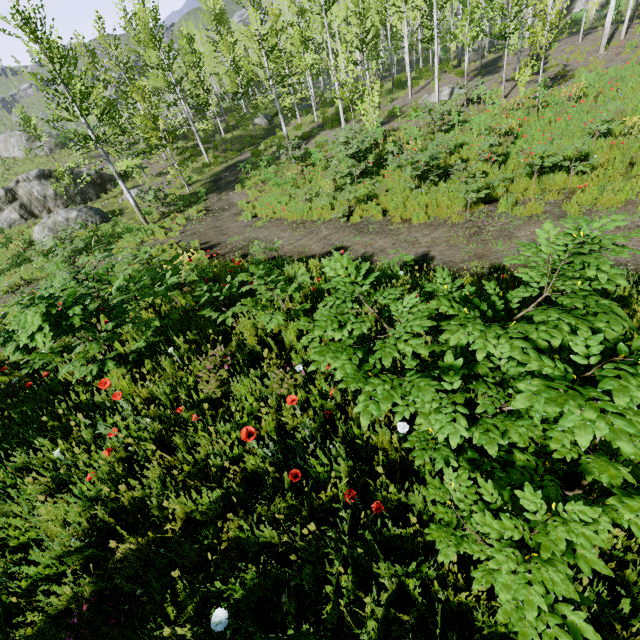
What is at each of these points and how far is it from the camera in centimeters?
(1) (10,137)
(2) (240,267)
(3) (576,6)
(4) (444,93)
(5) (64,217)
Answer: (1) rock, 3647cm
(2) instancedfoliageactor, 728cm
(3) rock, 3803cm
(4) rock, 2138cm
(5) rock, 1977cm

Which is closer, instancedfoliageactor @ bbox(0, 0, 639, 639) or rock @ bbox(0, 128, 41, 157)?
instancedfoliageactor @ bbox(0, 0, 639, 639)

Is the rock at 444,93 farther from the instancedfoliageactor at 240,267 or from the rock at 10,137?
the rock at 10,137

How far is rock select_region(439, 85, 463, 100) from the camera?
21.2 meters

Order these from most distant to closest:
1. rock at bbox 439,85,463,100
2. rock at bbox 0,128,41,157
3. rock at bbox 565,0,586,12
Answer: rock at bbox 565,0,586,12, rock at bbox 0,128,41,157, rock at bbox 439,85,463,100

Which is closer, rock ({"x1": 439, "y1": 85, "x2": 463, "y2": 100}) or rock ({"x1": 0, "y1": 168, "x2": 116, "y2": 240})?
rock ({"x1": 0, "y1": 168, "x2": 116, "y2": 240})

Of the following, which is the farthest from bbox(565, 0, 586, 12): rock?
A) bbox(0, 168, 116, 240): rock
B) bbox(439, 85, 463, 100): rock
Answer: bbox(0, 168, 116, 240): rock

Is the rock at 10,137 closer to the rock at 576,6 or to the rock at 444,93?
the rock at 444,93
